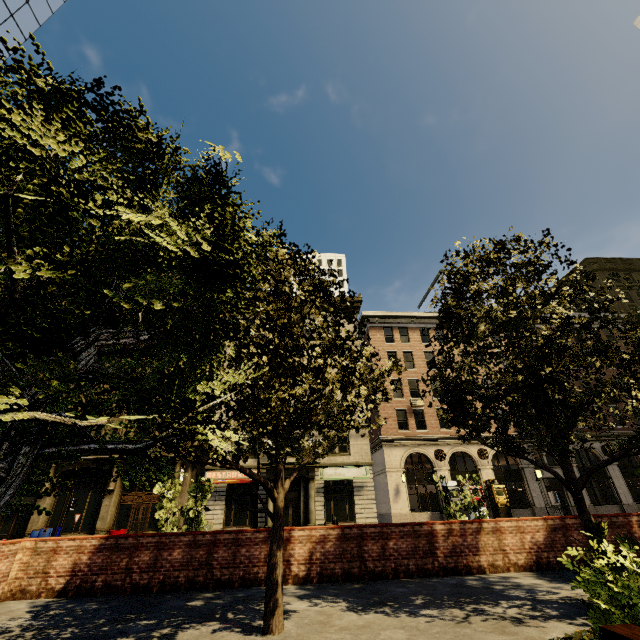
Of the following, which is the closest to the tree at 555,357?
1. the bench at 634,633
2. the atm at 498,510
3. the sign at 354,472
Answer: the bench at 634,633

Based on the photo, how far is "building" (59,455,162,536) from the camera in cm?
2491

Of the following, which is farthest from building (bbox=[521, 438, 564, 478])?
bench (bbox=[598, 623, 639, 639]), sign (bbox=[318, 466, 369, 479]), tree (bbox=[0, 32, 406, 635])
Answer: bench (bbox=[598, 623, 639, 639])

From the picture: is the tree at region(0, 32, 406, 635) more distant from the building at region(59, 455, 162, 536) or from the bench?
the building at region(59, 455, 162, 536)

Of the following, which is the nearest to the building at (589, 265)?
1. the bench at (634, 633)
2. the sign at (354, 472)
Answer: the sign at (354, 472)

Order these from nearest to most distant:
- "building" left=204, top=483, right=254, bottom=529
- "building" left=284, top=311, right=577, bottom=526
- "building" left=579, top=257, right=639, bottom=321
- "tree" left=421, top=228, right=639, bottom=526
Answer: "tree" left=421, top=228, right=639, bottom=526
"building" left=204, top=483, right=254, bottom=529
"building" left=284, top=311, right=577, bottom=526
"building" left=579, top=257, right=639, bottom=321

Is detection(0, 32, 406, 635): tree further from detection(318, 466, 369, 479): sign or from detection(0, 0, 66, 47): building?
detection(318, 466, 369, 479): sign

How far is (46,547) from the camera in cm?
827
